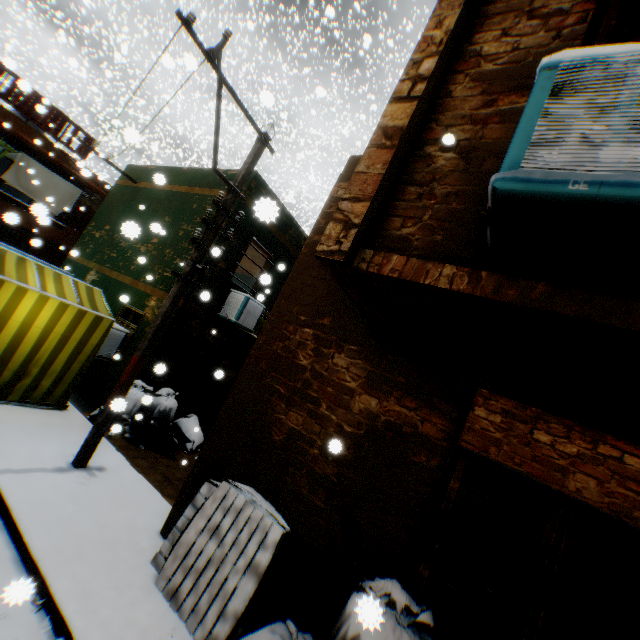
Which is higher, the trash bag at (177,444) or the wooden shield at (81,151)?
the wooden shield at (81,151)

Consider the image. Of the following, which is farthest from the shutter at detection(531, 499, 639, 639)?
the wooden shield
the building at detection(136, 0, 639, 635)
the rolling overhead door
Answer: the rolling overhead door

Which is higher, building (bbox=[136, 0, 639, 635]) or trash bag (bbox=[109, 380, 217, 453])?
building (bbox=[136, 0, 639, 635])

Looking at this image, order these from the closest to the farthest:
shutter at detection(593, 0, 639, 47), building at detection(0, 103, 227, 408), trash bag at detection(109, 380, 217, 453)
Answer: shutter at detection(593, 0, 639, 47) < trash bag at detection(109, 380, 217, 453) < building at detection(0, 103, 227, 408)

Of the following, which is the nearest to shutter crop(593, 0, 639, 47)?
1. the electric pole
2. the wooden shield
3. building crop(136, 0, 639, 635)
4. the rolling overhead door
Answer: building crop(136, 0, 639, 635)

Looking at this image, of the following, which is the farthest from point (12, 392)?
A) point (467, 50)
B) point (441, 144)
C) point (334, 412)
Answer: point (467, 50)

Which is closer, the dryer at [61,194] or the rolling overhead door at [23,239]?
the dryer at [61,194]

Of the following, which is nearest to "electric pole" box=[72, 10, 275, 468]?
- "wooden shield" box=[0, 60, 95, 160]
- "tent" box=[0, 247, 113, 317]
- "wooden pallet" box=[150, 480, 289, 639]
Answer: "tent" box=[0, 247, 113, 317]
